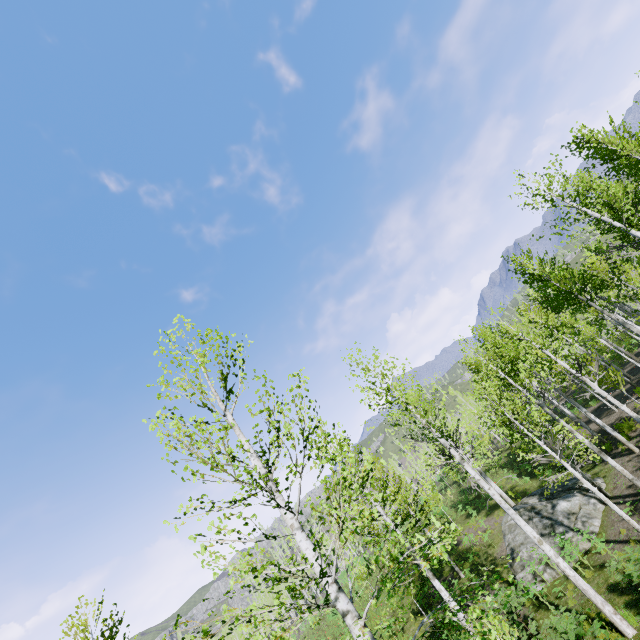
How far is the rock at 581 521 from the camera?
14.4m

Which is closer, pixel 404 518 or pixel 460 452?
pixel 404 518

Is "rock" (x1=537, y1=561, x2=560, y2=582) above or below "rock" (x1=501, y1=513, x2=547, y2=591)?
below

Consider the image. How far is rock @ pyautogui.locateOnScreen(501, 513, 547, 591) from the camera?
14.49m

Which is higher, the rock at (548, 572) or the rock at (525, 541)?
the rock at (525, 541)
